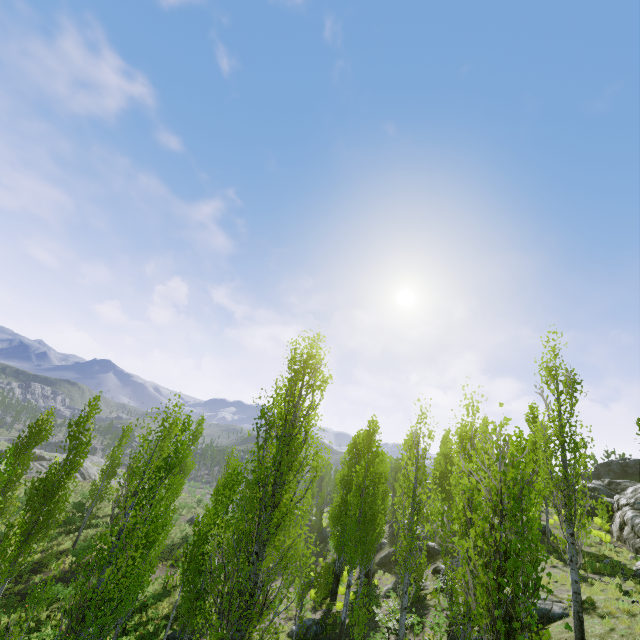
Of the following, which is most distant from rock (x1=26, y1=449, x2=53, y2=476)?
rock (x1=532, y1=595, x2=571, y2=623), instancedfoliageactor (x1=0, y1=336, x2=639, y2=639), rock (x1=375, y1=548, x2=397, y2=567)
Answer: rock (x1=375, y1=548, x2=397, y2=567)

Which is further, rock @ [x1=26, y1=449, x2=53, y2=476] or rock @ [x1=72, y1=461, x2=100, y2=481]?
rock @ [x1=72, y1=461, x2=100, y2=481]

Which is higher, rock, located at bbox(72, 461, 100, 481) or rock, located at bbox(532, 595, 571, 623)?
rock, located at bbox(532, 595, 571, 623)

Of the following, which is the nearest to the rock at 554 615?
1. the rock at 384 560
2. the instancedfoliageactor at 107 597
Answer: the instancedfoliageactor at 107 597

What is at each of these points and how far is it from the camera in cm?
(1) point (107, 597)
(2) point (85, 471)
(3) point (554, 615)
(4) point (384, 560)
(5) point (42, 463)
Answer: (1) instancedfoliageactor, 930
(2) rock, 4712
(3) rock, 1210
(4) rock, 2948
(5) rock, 4591

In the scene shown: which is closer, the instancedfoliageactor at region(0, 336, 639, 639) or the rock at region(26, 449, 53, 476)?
the instancedfoliageactor at region(0, 336, 639, 639)

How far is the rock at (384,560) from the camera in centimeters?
2873cm

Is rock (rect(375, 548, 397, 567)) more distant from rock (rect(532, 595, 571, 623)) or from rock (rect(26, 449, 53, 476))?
rock (rect(532, 595, 571, 623))
